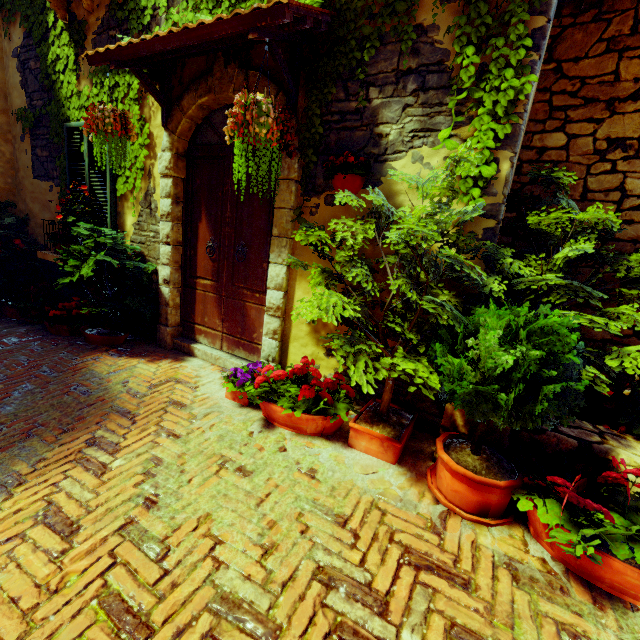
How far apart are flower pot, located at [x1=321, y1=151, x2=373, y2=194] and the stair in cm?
190

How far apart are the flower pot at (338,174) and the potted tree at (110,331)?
2.0 meters

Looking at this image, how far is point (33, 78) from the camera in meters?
5.0 m

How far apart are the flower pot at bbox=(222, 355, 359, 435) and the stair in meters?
Result: 0.2

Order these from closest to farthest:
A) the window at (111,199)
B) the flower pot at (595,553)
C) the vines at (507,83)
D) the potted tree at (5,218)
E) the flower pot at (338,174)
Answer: the flower pot at (595,553) → the vines at (507,83) → the flower pot at (338,174) → the window at (111,199) → the potted tree at (5,218)

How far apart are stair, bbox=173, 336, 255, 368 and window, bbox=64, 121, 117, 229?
1.7m

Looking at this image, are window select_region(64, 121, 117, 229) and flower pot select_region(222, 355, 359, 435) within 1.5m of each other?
no

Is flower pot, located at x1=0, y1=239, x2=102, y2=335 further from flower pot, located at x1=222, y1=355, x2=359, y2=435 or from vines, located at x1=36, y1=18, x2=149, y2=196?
flower pot, located at x1=222, y1=355, x2=359, y2=435
